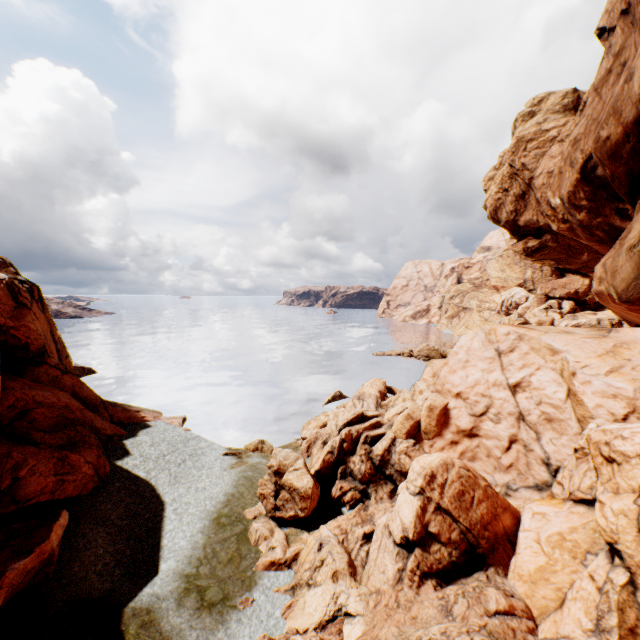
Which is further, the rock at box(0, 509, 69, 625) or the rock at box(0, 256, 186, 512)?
the rock at box(0, 256, 186, 512)

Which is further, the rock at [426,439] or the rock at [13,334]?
the rock at [13,334]

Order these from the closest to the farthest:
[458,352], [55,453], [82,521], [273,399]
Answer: [82,521] < [55,453] < [458,352] < [273,399]
